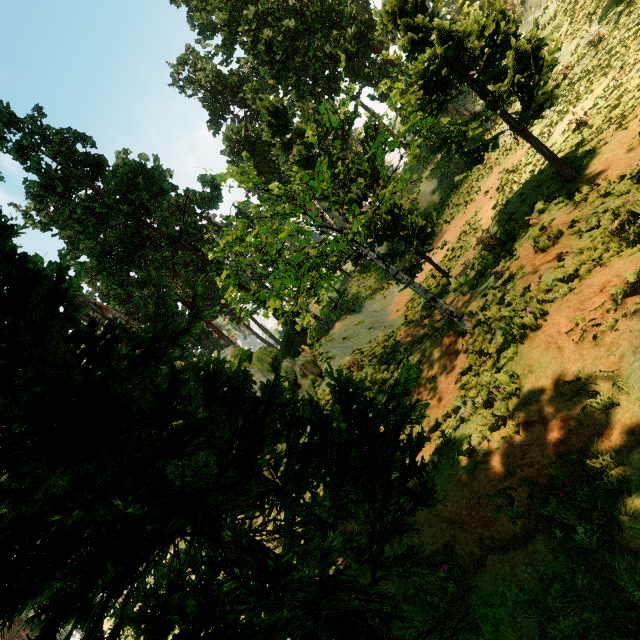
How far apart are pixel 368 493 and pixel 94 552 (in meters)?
1.64
